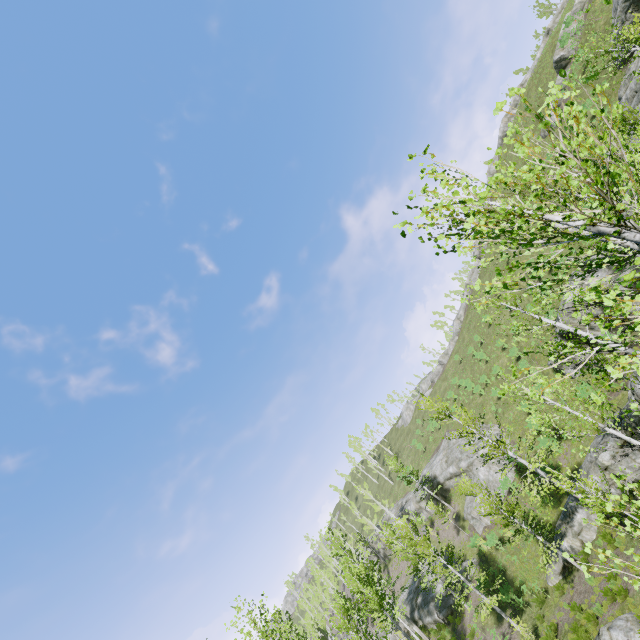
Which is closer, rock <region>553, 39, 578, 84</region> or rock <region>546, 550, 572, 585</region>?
rock <region>546, 550, 572, 585</region>

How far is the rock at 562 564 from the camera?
19.67m

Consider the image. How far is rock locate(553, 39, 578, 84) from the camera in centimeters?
3278cm

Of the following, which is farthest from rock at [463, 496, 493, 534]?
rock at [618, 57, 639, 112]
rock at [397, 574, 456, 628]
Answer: rock at [618, 57, 639, 112]

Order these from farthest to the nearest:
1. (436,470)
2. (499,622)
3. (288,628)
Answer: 1. (436,470)
2. (288,628)
3. (499,622)

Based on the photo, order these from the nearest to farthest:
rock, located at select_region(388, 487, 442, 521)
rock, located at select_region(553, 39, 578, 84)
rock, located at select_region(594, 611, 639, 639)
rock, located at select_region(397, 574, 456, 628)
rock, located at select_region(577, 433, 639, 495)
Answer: rock, located at select_region(594, 611, 639, 639)
rock, located at select_region(577, 433, 639, 495)
rock, located at select_region(397, 574, 456, 628)
rock, located at select_region(553, 39, 578, 84)
rock, located at select_region(388, 487, 442, 521)

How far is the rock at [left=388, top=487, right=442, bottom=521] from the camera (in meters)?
41.19

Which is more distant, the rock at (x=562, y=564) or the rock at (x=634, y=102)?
the rock at (x=634, y=102)
